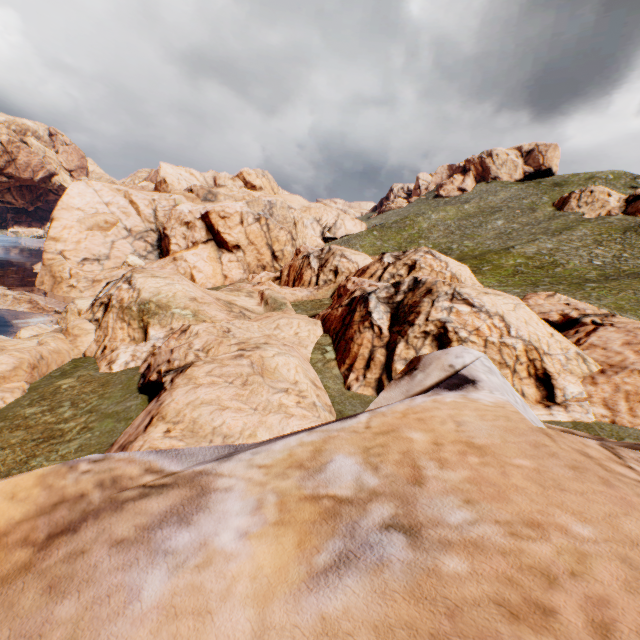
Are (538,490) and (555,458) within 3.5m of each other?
yes
